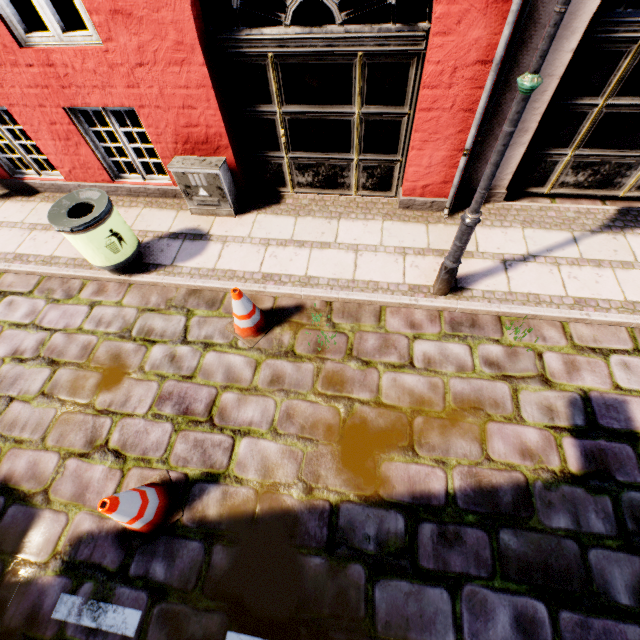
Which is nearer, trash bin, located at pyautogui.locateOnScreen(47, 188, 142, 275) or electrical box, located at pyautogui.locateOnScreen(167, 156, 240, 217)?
trash bin, located at pyautogui.locateOnScreen(47, 188, 142, 275)

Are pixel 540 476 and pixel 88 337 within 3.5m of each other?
no

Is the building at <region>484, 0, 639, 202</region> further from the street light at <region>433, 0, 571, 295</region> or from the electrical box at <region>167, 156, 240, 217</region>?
the street light at <region>433, 0, 571, 295</region>

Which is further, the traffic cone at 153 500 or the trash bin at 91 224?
the trash bin at 91 224

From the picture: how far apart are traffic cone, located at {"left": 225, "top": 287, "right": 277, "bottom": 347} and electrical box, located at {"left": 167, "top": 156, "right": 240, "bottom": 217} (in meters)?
1.69

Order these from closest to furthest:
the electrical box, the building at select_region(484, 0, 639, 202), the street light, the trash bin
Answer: the street light < the building at select_region(484, 0, 639, 202) < the trash bin < the electrical box

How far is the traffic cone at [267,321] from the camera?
3.6m

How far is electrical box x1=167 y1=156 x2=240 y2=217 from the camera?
4.51m
